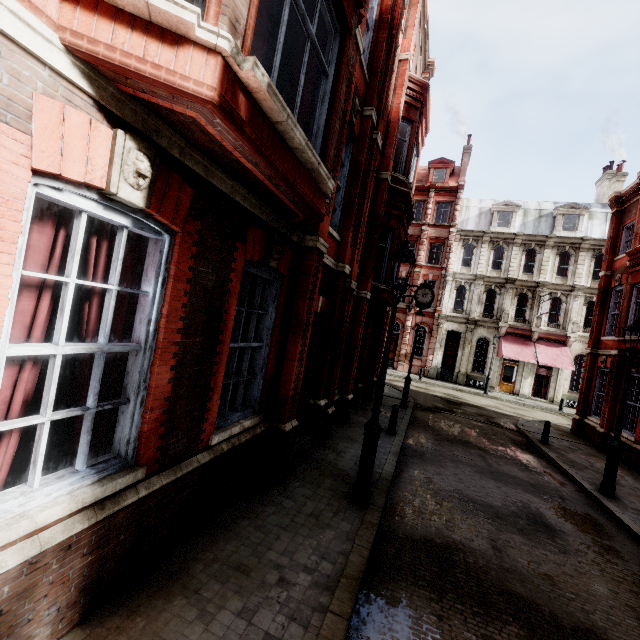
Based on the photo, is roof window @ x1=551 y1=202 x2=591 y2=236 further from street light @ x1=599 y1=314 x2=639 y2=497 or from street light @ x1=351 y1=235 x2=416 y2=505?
street light @ x1=351 y1=235 x2=416 y2=505

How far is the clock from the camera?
17.1 meters

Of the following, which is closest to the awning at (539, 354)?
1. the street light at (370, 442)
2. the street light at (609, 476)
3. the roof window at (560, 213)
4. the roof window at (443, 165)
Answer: the roof window at (560, 213)

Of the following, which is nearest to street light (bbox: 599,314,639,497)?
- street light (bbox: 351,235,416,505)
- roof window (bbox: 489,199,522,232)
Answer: street light (bbox: 351,235,416,505)

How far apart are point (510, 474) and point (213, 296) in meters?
9.7 m

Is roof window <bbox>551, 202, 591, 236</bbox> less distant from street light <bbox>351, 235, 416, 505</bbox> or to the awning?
the awning

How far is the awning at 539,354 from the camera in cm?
2494

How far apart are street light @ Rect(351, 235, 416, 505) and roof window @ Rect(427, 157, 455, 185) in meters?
30.8
